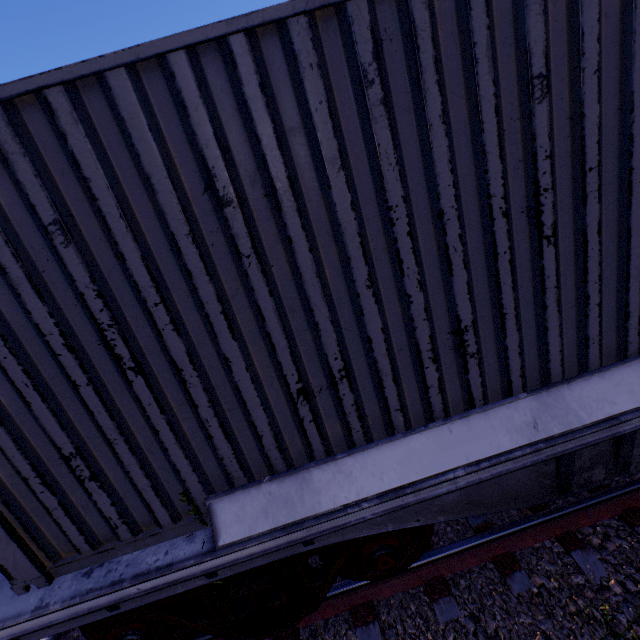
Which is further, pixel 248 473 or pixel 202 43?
pixel 248 473

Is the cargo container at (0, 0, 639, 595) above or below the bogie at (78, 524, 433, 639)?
above

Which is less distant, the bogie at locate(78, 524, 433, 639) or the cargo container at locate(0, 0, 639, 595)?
the cargo container at locate(0, 0, 639, 595)

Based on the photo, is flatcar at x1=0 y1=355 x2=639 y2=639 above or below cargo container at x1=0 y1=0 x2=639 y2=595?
below

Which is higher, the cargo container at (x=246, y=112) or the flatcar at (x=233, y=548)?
the cargo container at (x=246, y=112)

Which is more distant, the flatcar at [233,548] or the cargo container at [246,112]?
the flatcar at [233,548]

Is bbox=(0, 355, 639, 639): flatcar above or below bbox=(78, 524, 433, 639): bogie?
above

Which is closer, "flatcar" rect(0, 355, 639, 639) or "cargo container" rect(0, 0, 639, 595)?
"cargo container" rect(0, 0, 639, 595)
